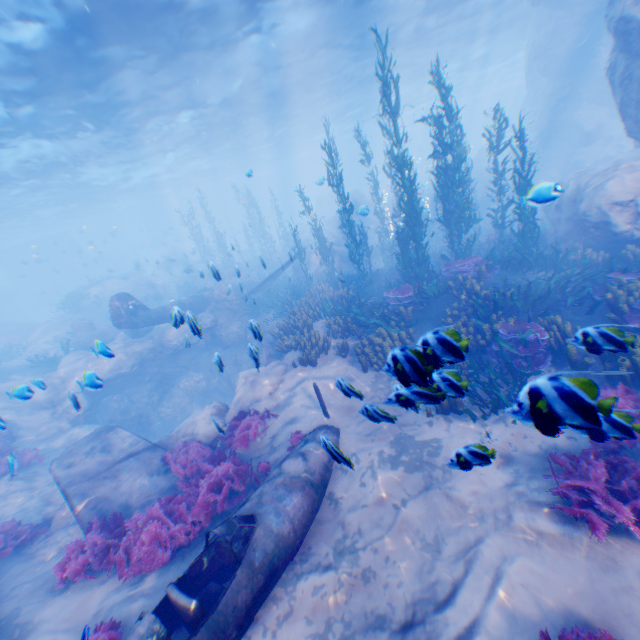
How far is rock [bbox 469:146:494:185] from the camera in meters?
29.2

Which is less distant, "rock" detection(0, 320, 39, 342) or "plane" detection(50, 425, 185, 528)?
"plane" detection(50, 425, 185, 528)

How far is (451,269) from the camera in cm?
1087

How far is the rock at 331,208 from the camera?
19.7m

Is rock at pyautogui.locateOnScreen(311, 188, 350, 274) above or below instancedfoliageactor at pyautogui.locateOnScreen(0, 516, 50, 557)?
above

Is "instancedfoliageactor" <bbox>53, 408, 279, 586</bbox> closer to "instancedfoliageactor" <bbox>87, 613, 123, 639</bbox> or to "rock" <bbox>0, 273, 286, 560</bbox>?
"rock" <bbox>0, 273, 286, 560</bbox>

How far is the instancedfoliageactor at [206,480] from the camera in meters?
5.6
